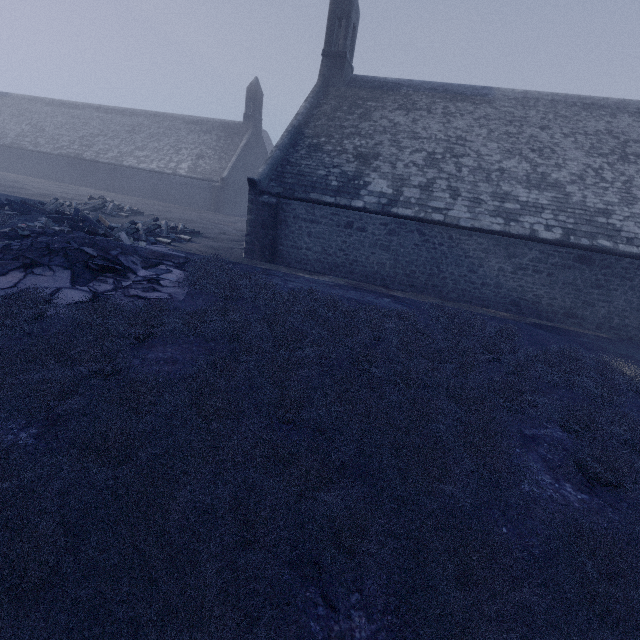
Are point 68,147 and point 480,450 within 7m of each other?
no
